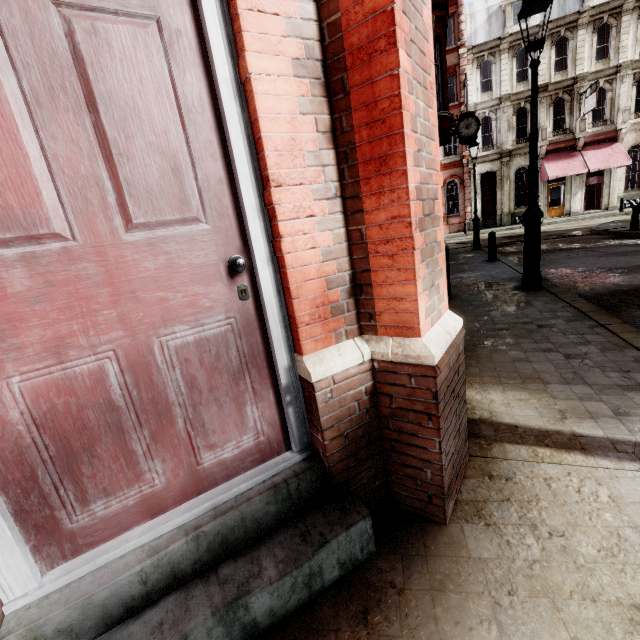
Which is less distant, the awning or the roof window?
the awning

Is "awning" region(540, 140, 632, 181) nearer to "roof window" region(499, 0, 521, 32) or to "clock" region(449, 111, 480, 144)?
"clock" region(449, 111, 480, 144)

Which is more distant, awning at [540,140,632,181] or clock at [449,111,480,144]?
awning at [540,140,632,181]

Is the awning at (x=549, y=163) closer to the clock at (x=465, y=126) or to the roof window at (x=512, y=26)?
the clock at (x=465, y=126)

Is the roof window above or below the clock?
above

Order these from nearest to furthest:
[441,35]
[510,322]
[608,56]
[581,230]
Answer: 1. [510,322]
2. [441,35]
3. [581,230]
4. [608,56]

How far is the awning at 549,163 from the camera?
23.0m

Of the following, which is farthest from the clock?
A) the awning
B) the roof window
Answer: the roof window
